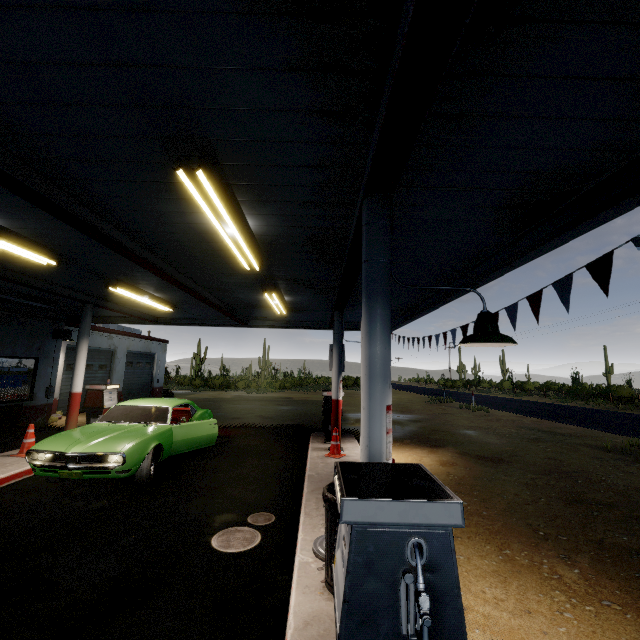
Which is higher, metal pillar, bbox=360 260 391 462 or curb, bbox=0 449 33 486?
metal pillar, bbox=360 260 391 462

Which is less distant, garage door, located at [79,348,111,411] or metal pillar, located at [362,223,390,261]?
metal pillar, located at [362,223,390,261]

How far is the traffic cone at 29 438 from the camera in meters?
7.4

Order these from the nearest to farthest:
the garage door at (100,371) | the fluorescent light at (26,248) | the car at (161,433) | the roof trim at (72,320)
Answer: the fluorescent light at (26,248)
the car at (161,433)
the roof trim at (72,320)
the garage door at (100,371)

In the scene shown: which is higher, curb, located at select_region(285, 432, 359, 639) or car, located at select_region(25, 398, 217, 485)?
car, located at select_region(25, 398, 217, 485)

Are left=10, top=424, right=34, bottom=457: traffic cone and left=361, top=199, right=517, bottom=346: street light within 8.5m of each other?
no

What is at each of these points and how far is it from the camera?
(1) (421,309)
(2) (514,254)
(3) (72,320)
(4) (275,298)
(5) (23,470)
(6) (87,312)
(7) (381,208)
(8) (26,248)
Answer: (1) roof trim, 8.7 meters
(2) roof trim, 4.6 meters
(3) roof trim, 13.0 meters
(4) fluorescent light, 7.9 meters
(5) curb, 6.6 meters
(6) metal pillar, 9.2 meters
(7) metal pillar, 3.1 meters
(8) fluorescent light, 5.2 meters

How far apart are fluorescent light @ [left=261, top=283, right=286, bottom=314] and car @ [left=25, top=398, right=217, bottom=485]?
3.5m
